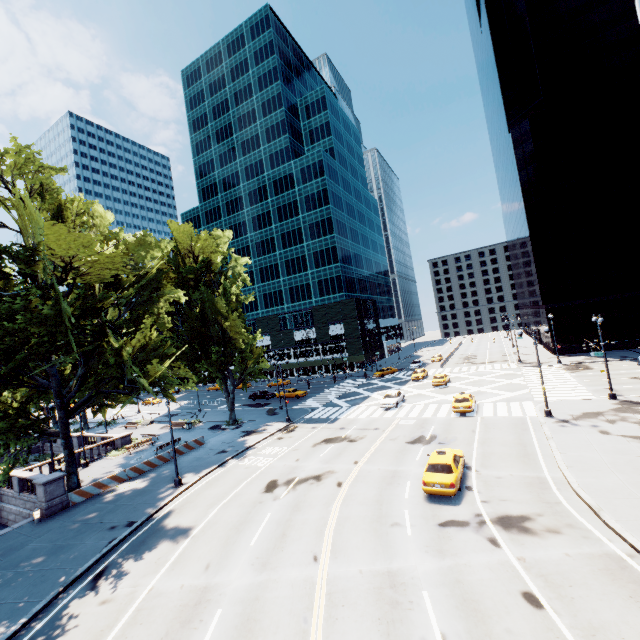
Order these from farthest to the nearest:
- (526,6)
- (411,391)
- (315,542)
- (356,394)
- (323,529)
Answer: (526,6)
(356,394)
(411,391)
(323,529)
(315,542)

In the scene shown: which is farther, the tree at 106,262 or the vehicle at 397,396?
the vehicle at 397,396

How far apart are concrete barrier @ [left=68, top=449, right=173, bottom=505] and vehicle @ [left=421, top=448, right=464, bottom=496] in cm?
2306

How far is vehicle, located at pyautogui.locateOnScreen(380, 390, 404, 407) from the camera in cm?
3583

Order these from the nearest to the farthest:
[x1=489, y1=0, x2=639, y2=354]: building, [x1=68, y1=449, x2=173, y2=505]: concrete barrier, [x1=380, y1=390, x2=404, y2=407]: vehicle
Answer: [x1=68, y1=449, x2=173, y2=505]: concrete barrier → [x1=380, y1=390, x2=404, y2=407]: vehicle → [x1=489, y1=0, x2=639, y2=354]: building

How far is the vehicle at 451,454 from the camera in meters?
16.6

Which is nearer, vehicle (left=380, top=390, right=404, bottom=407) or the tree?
the tree

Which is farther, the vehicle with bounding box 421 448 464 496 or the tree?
the tree
